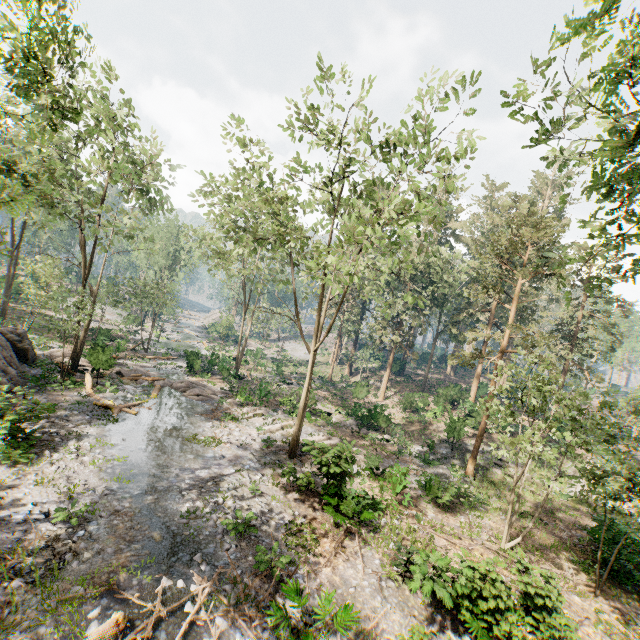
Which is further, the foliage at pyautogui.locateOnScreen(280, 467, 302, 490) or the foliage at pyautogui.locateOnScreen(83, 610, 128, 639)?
the foliage at pyautogui.locateOnScreen(280, 467, 302, 490)

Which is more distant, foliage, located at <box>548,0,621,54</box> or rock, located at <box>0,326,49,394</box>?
rock, located at <box>0,326,49,394</box>

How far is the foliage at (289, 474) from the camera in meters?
15.2

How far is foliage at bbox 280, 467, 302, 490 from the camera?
15.19m

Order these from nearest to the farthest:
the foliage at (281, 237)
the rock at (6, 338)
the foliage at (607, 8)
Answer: the foliage at (607, 8) < the foliage at (281, 237) < the rock at (6, 338)

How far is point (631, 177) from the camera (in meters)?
7.69
